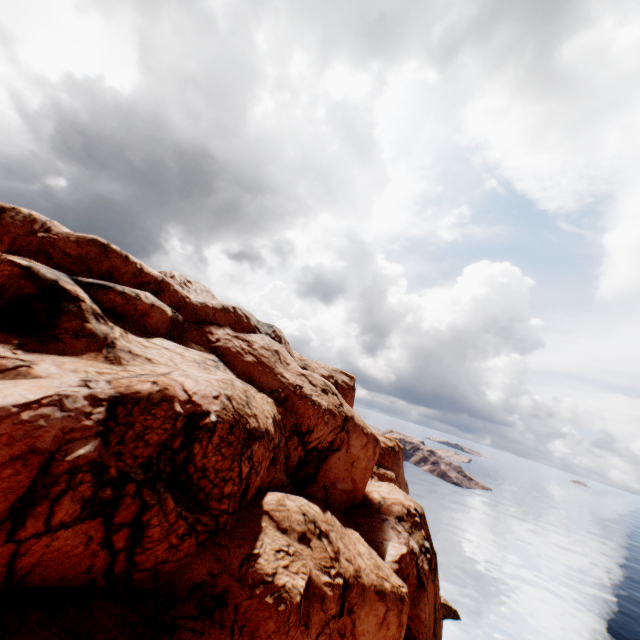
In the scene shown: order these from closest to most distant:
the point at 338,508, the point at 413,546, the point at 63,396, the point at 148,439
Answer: the point at 63,396
the point at 148,439
the point at 413,546
the point at 338,508
